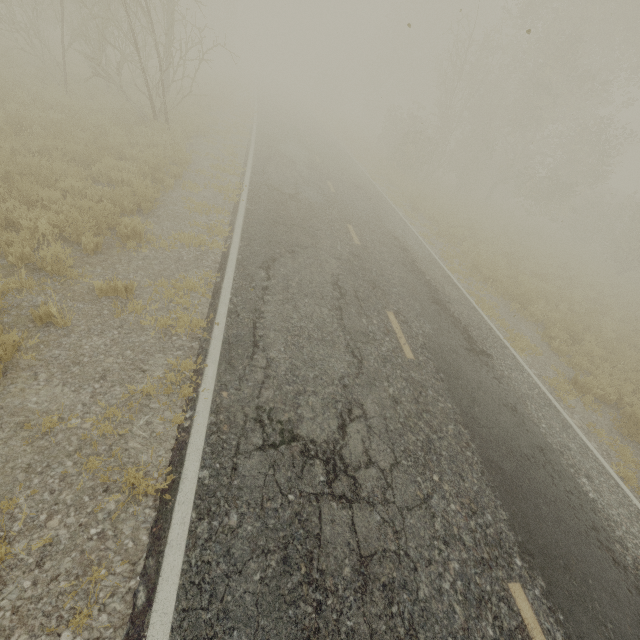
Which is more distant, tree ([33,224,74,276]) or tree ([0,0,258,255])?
tree ([0,0,258,255])

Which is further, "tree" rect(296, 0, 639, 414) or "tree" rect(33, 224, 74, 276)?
"tree" rect(296, 0, 639, 414)

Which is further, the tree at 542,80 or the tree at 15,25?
the tree at 542,80

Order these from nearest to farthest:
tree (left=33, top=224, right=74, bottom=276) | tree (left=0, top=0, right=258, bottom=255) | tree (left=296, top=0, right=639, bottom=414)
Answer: tree (left=33, top=224, right=74, bottom=276)
tree (left=0, top=0, right=258, bottom=255)
tree (left=296, top=0, right=639, bottom=414)

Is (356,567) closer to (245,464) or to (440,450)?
(245,464)

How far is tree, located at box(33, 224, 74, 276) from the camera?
5.0m

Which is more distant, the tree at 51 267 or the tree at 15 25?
the tree at 15 25
